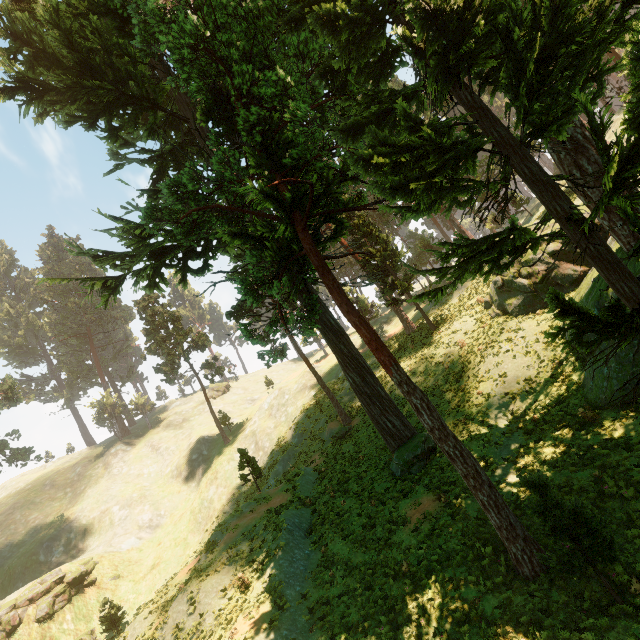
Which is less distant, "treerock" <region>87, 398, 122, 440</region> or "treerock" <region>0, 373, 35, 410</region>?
"treerock" <region>0, 373, 35, 410</region>

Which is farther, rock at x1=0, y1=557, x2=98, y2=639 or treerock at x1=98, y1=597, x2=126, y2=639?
rock at x1=0, y1=557, x2=98, y2=639

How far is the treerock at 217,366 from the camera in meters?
45.7

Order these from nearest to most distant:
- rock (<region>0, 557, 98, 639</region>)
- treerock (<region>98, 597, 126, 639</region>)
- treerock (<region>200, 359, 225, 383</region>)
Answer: treerock (<region>98, 597, 126, 639</region>) < rock (<region>0, 557, 98, 639</region>) < treerock (<region>200, 359, 225, 383</region>)

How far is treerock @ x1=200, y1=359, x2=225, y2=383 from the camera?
45.69m

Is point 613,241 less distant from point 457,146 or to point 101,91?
point 457,146

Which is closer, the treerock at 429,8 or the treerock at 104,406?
the treerock at 429,8
